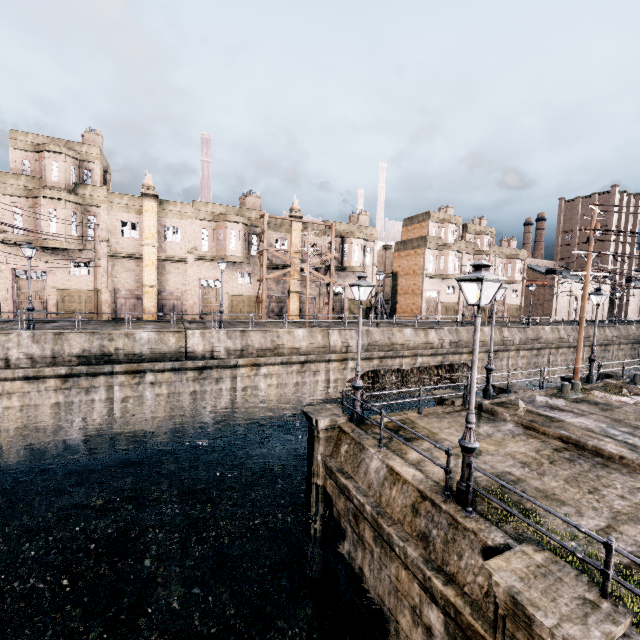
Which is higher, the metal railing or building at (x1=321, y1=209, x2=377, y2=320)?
building at (x1=321, y1=209, x2=377, y2=320)

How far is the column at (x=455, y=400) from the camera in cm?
1520

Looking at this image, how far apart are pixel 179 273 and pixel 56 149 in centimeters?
1402cm

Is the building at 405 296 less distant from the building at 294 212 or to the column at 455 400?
the building at 294 212

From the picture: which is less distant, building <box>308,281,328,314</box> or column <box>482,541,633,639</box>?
column <box>482,541,633,639</box>

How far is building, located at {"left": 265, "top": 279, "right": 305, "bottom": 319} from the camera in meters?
37.9 m

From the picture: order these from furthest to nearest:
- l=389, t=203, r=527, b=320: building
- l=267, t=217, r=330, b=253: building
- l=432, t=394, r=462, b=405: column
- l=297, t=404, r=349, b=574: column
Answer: l=389, t=203, r=527, b=320: building → l=267, t=217, r=330, b=253: building → l=432, t=394, r=462, b=405: column → l=297, t=404, r=349, b=574: column

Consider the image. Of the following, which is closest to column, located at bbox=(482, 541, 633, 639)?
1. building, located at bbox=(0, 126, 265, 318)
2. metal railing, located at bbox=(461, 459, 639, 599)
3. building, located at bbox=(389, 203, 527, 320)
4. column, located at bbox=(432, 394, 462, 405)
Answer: metal railing, located at bbox=(461, 459, 639, 599)
